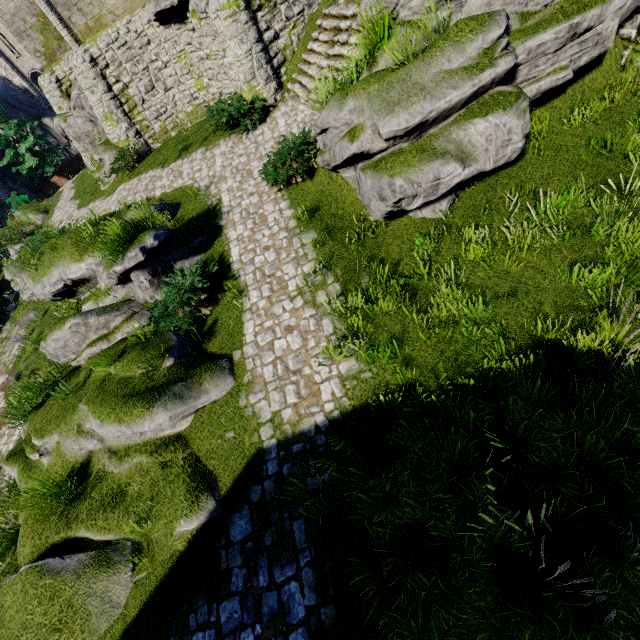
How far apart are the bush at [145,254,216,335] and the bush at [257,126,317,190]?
3.27m

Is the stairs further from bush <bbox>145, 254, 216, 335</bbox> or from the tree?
the tree

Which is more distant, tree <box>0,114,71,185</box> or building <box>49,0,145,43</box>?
tree <box>0,114,71,185</box>

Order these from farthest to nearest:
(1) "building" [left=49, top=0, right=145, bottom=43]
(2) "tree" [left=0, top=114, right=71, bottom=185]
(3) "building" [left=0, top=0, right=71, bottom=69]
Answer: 1. (2) "tree" [left=0, top=114, right=71, bottom=185]
2. (3) "building" [left=0, top=0, right=71, bottom=69]
3. (1) "building" [left=49, top=0, right=145, bottom=43]

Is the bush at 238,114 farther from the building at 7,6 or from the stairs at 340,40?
the building at 7,6

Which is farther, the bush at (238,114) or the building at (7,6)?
the building at (7,6)

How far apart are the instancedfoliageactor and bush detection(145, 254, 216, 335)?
1.2 meters

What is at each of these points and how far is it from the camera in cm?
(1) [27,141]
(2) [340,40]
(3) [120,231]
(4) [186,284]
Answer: (1) tree, 2597
(2) stairs, 1025
(3) instancedfoliageactor, 807
(4) bush, 761
